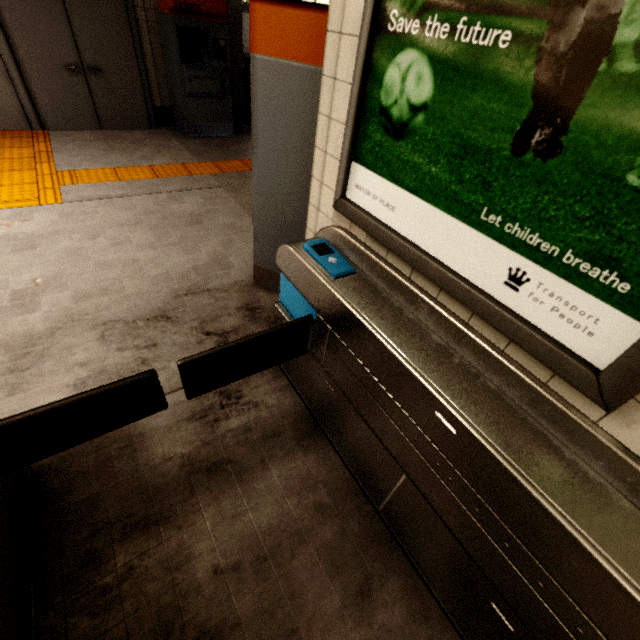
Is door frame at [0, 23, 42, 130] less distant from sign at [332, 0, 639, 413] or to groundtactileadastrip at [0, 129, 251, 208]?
groundtactileadastrip at [0, 129, 251, 208]

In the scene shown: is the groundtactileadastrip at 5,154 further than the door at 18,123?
No

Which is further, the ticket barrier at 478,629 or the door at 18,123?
the door at 18,123

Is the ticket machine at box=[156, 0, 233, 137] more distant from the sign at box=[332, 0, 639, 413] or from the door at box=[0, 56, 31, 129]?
the sign at box=[332, 0, 639, 413]

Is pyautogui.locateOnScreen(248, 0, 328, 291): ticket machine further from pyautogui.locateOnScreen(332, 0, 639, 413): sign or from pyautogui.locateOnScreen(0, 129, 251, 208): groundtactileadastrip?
pyautogui.locateOnScreen(0, 129, 251, 208): groundtactileadastrip

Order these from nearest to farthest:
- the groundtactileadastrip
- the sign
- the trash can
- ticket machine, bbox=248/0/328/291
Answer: the sign, ticket machine, bbox=248/0/328/291, the groundtactileadastrip, the trash can

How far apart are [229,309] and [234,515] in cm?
153

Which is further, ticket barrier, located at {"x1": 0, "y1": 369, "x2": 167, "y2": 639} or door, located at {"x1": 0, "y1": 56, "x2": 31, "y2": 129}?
door, located at {"x1": 0, "y1": 56, "x2": 31, "y2": 129}
